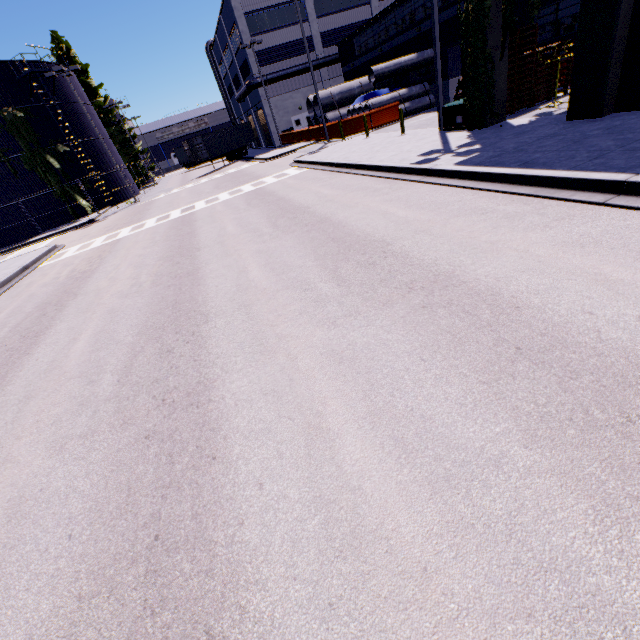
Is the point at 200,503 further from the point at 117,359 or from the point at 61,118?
the point at 61,118

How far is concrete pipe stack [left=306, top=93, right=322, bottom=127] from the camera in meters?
30.9

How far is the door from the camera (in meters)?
40.28

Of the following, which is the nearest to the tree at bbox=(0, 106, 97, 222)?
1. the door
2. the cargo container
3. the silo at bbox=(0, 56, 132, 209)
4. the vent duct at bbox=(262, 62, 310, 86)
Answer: the silo at bbox=(0, 56, 132, 209)

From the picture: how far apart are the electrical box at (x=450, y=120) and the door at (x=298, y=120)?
19.50m

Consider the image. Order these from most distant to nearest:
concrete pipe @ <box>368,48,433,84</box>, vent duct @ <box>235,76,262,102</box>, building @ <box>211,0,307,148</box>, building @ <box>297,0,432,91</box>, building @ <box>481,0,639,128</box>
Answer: vent duct @ <box>235,76,262,102</box> → building @ <box>211,0,307,148</box> → building @ <box>297,0,432,91</box> → concrete pipe @ <box>368,48,433,84</box> → building @ <box>481,0,639,128</box>

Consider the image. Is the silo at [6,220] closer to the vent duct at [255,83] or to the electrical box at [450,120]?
the vent duct at [255,83]

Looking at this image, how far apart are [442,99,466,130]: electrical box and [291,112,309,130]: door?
19.5m
